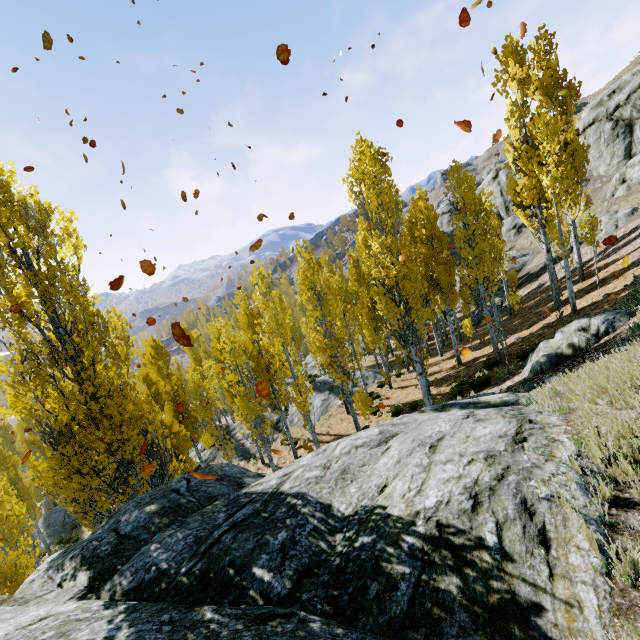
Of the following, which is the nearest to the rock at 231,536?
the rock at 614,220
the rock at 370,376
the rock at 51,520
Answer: the rock at 370,376

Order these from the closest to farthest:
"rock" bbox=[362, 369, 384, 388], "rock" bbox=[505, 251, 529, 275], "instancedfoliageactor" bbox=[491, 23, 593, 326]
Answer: "instancedfoliageactor" bbox=[491, 23, 593, 326] → "rock" bbox=[362, 369, 384, 388] → "rock" bbox=[505, 251, 529, 275]

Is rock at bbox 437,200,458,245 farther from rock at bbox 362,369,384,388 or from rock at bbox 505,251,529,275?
rock at bbox 362,369,384,388

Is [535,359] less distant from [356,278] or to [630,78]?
[356,278]

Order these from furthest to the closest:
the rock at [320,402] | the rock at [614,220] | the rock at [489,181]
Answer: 1. the rock at [489,181]
2. the rock at [320,402]
3. the rock at [614,220]

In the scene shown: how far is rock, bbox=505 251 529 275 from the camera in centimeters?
3203cm

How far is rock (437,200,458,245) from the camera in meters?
52.8

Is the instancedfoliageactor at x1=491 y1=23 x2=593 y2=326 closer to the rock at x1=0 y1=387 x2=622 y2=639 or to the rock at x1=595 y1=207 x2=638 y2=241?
the rock at x1=0 y1=387 x2=622 y2=639
